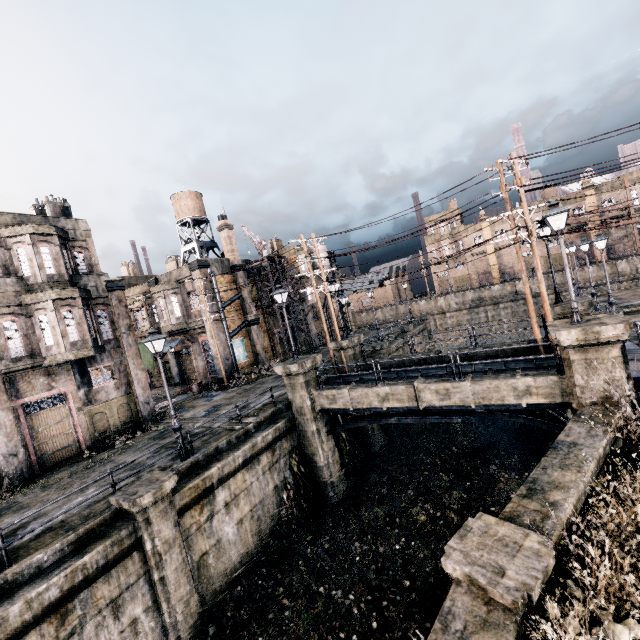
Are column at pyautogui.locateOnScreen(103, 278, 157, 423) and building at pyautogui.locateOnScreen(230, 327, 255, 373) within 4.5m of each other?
no

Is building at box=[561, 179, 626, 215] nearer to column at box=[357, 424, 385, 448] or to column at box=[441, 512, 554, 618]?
column at box=[357, 424, 385, 448]

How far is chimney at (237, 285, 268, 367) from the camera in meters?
33.7 m

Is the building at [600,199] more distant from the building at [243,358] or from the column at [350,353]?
the column at [350,353]

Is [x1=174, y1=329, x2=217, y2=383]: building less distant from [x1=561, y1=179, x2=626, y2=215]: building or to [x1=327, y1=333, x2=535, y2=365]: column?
[x1=327, y1=333, x2=535, y2=365]: column

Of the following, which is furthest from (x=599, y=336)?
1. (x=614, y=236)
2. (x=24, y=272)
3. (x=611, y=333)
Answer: (x=614, y=236)

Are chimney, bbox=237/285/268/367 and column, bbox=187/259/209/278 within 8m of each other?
yes

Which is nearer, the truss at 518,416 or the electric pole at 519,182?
the truss at 518,416
